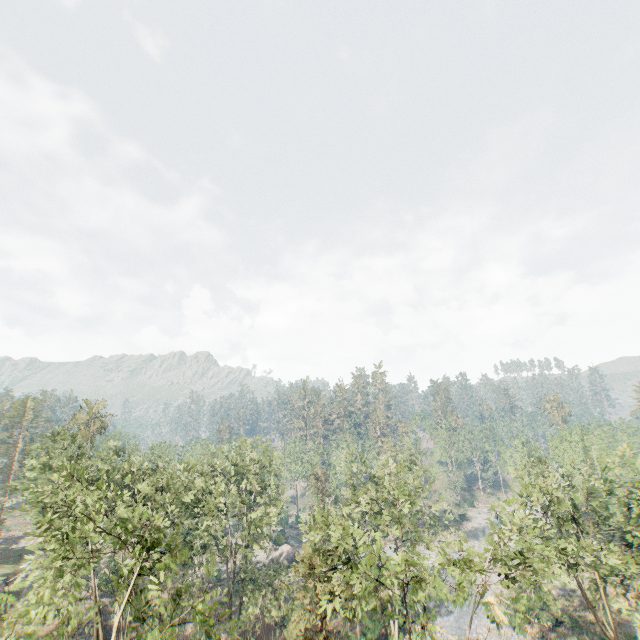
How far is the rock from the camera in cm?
5169

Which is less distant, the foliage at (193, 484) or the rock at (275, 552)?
the foliage at (193, 484)

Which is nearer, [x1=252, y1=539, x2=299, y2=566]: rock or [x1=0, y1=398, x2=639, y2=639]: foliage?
[x1=0, y1=398, x2=639, y2=639]: foliage

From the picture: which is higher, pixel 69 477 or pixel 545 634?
pixel 69 477

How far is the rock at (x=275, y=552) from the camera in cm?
5169

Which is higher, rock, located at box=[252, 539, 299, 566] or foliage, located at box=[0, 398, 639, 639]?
foliage, located at box=[0, 398, 639, 639]
